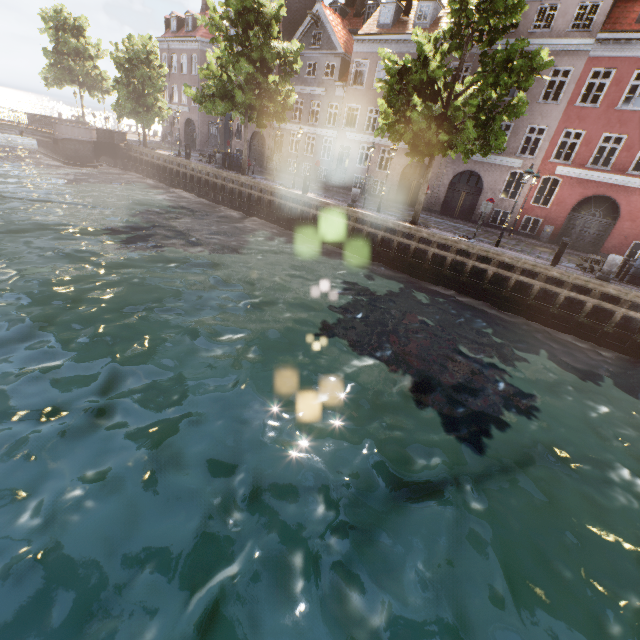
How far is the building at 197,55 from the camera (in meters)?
35.31

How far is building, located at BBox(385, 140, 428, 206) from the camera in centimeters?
2544cm

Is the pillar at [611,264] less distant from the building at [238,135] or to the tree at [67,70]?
the tree at [67,70]

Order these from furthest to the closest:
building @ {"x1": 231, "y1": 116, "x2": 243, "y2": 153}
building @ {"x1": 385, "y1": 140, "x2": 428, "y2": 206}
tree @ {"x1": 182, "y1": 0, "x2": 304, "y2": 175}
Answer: building @ {"x1": 231, "y1": 116, "x2": 243, "y2": 153} < building @ {"x1": 385, "y1": 140, "x2": 428, "y2": 206} < tree @ {"x1": 182, "y1": 0, "x2": 304, "y2": 175}

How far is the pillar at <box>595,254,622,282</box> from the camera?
13.3m

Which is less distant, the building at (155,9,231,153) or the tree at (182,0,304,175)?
the tree at (182,0,304,175)

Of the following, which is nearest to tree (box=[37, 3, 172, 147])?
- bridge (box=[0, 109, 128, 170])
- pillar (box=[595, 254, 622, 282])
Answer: bridge (box=[0, 109, 128, 170])

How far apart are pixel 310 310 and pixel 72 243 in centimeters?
1037cm
